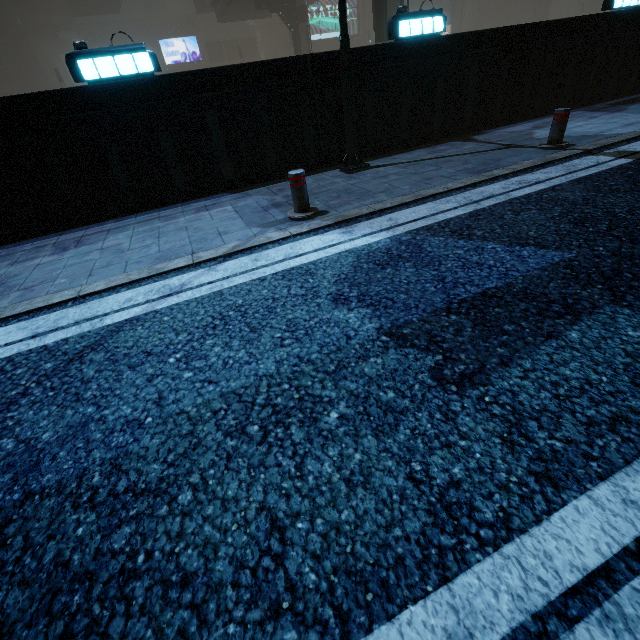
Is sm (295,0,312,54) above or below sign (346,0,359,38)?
below

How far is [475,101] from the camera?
7.7m

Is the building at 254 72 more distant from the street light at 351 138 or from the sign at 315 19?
the street light at 351 138

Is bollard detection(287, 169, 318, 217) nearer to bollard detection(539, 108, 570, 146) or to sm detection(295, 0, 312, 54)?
bollard detection(539, 108, 570, 146)

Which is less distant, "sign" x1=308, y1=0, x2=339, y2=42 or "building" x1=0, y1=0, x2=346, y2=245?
"building" x1=0, y1=0, x2=346, y2=245

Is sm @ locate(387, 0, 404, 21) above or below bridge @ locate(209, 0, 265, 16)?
below

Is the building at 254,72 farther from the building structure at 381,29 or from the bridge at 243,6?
the building structure at 381,29

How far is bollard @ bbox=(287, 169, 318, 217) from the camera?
4.3 meters
